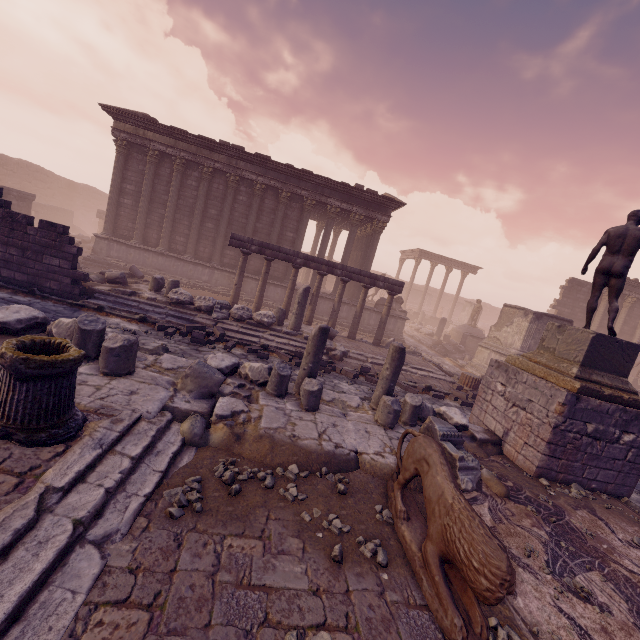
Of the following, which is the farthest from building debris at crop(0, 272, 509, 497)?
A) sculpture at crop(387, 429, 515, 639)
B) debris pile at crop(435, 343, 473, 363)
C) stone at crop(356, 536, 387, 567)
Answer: debris pile at crop(435, 343, 473, 363)

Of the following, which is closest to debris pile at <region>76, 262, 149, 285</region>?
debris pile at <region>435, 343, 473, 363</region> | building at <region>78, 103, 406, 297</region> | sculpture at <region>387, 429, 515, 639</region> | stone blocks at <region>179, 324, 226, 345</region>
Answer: building at <region>78, 103, 406, 297</region>

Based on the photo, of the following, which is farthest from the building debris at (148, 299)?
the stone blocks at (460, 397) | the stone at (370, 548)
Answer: the stone blocks at (460, 397)

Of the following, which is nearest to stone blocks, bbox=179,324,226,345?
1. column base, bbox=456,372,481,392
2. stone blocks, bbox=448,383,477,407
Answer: stone blocks, bbox=448,383,477,407

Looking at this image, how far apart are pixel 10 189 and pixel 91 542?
22.54m

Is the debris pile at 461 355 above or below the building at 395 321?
below

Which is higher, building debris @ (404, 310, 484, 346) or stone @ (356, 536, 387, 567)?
building debris @ (404, 310, 484, 346)

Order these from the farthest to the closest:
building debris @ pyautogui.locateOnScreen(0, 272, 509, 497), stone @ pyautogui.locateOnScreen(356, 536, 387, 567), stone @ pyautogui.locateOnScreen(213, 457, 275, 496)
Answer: building debris @ pyautogui.locateOnScreen(0, 272, 509, 497), stone @ pyautogui.locateOnScreen(213, 457, 275, 496), stone @ pyautogui.locateOnScreen(356, 536, 387, 567)
